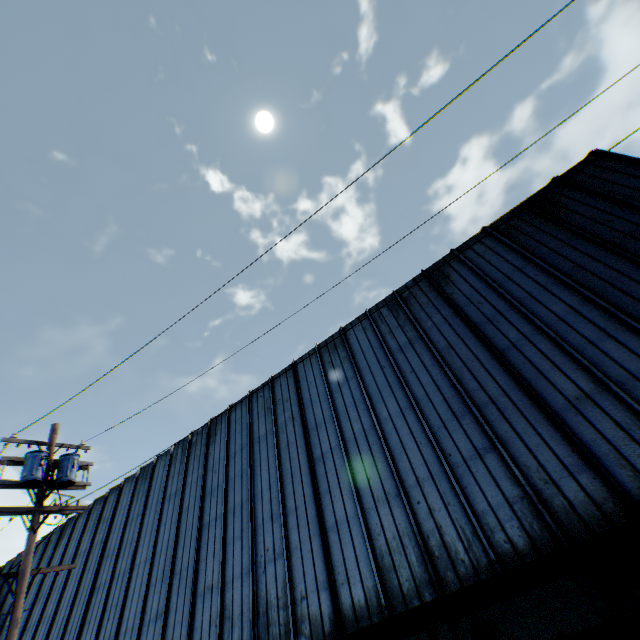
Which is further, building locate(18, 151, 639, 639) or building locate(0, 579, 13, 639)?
building locate(0, 579, 13, 639)

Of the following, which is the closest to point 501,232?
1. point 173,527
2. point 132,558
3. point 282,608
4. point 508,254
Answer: point 508,254

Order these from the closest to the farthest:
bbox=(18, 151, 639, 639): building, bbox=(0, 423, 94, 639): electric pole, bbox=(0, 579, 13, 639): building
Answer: bbox=(18, 151, 639, 639): building
bbox=(0, 423, 94, 639): electric pole
bbox=(0, 579, 13, 639): building

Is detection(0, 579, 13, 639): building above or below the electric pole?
above

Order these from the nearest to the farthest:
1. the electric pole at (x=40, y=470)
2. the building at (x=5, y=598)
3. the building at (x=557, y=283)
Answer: the building at (x=557, y=283)
the electric pole at (x=40, y=470)
the building at (x=5, y=598)

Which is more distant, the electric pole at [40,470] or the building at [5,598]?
the building at [5,598]

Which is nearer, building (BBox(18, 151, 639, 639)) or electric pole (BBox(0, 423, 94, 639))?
building (BBox(18, 151, 639, 639))
